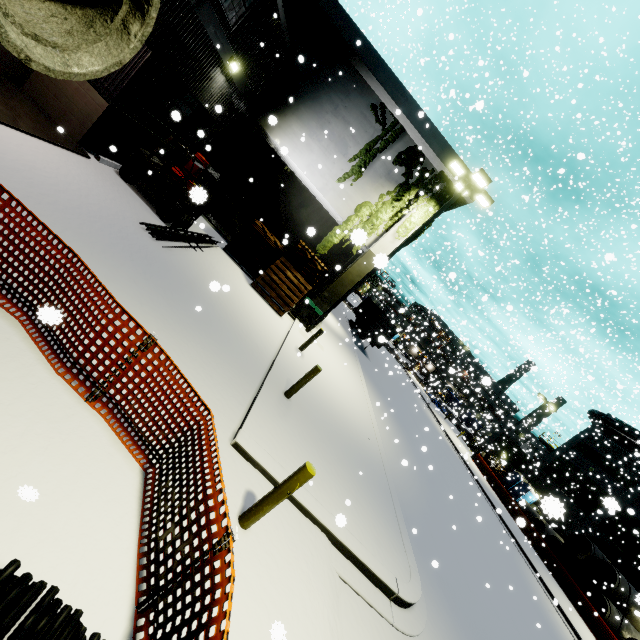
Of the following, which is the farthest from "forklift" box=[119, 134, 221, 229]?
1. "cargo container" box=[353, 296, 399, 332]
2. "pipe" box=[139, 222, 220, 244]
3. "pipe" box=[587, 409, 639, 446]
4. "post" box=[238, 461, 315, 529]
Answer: "pipe" box=[587, 409, 639, 446]

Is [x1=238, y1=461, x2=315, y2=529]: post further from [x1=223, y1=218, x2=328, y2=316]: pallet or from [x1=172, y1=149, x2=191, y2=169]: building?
[x1=223, y1=218, x2=328, y2=316]: pallet

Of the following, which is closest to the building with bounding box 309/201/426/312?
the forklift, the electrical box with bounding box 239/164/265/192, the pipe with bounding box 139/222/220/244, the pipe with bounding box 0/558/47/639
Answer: the electrical box with bounding box 239/164/265/192

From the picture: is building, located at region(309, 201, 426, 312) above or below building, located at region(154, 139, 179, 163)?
above

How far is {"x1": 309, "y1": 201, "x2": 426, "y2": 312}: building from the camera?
16.1m

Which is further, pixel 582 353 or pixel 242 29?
pixel 582 353

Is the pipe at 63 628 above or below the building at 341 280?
below

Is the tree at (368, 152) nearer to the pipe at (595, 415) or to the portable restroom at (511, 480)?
the pipe at (595, 415)
